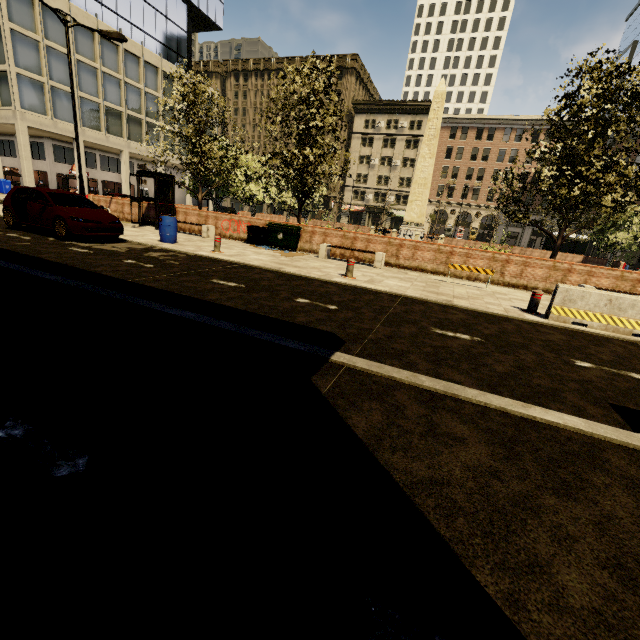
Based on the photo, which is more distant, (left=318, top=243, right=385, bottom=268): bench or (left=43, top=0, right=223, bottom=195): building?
(left=43, top=0, right=223, bottom=195): building

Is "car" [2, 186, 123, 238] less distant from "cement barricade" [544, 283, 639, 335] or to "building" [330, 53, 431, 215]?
"cement barricade" [544, 283, 639, 335]

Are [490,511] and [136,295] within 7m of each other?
yes

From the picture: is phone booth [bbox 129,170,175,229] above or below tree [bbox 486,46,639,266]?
below

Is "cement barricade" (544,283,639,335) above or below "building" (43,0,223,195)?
below

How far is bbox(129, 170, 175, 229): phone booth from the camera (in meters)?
15.62

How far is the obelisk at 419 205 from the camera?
23.3m

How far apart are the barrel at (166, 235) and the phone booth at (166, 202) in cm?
444
